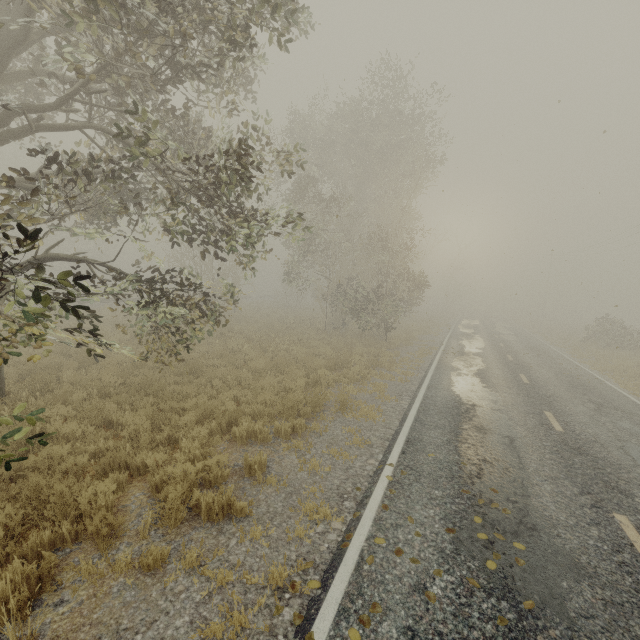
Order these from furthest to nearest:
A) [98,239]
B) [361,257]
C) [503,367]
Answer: [98,239]
[361,257]
[503,367]

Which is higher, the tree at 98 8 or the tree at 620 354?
the tree at 98 8

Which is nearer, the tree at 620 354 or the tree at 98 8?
the tree at 98 8

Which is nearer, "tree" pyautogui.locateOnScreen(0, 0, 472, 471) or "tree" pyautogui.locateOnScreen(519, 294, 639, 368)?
"tree" pyautogui.locateOnScreen(0, 0, 472, 471)

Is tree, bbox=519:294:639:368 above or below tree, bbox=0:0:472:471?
below
